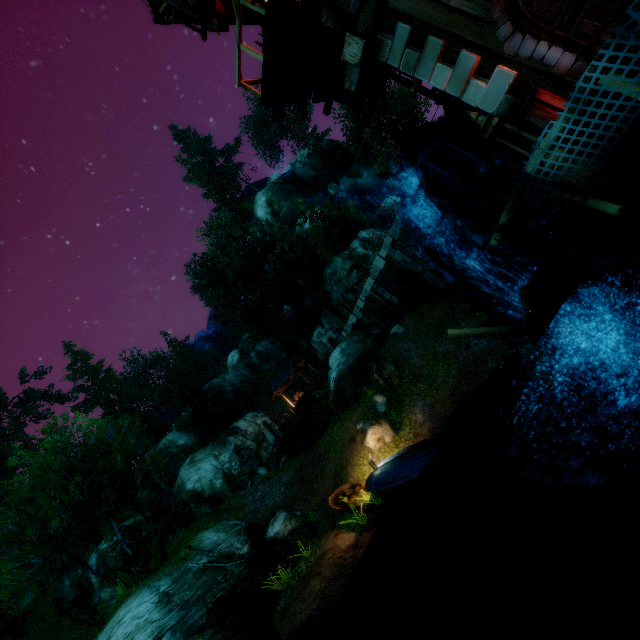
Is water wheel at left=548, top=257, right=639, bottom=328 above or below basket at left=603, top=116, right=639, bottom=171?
below

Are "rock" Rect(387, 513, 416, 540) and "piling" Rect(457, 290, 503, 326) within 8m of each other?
yes

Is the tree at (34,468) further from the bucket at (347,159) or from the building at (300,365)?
the bucket at (347,159)

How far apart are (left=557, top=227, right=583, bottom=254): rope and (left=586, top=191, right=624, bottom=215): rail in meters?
0.9 m

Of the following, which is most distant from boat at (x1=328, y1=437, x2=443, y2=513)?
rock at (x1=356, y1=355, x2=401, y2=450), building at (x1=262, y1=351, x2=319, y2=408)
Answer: building at (x1=262, y1=351, x2=319, y2=408)

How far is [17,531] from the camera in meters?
33.3

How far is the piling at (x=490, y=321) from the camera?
9.13m

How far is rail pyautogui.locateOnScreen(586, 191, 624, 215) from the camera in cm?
296
